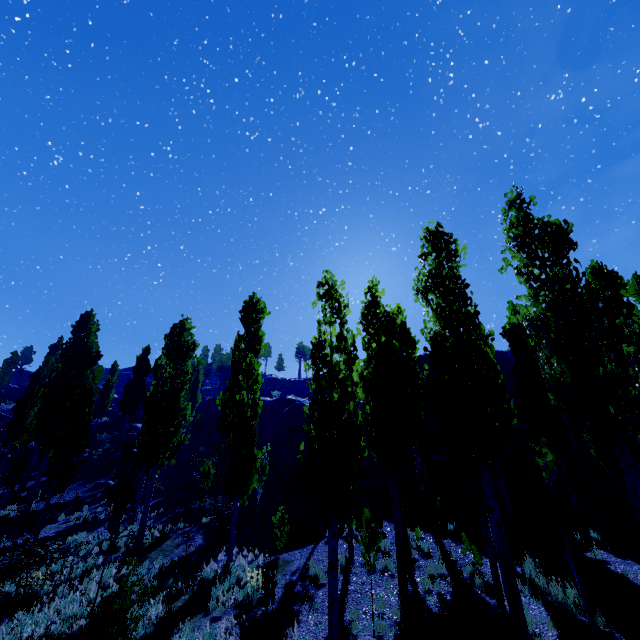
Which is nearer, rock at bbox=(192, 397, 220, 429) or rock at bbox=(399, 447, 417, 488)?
rock at bbox=(399, 447, 417, 488)

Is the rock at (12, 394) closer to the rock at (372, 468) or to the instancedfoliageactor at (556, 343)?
the instancedfoliageactor at (556, 343)

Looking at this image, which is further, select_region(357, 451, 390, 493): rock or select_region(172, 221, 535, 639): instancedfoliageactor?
select_region(357, 451, 390, 493): rock

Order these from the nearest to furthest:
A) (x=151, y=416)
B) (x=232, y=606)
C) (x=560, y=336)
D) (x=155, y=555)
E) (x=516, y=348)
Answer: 1. (x=560, y=336)
2. (x=232, y=606)
3. (x=155, y=555)
4. (x=151, y=416)
5. (x=516, y=348)

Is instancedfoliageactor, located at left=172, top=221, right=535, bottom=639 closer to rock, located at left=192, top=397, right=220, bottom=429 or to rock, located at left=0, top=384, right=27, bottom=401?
rock, located at left=0, top=384, right=27, bottom=401

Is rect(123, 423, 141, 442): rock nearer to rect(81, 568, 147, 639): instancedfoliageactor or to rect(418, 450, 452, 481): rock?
rect(418, 450, 452, 481): rock

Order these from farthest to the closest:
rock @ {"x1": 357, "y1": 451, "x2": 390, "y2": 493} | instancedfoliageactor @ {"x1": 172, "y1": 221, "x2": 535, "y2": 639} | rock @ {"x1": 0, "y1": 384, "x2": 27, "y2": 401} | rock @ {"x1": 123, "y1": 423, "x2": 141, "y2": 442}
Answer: rock @ {"x1": 0, "y1": 384, "x2": 27, "y2": 401} → rock @ {"x1": 123, "y1": 423, "x2": 141, "y2": 442} → rock @ {"x1": 357, "y1": 451, "x2": 390, "y2": 493} → instancedfoliageactor @ {"x1": 172, "y1": 221, "x2": 535, "y2": 639}

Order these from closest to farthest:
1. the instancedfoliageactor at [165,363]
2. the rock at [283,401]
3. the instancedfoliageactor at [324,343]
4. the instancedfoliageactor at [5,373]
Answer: the instancedfoliageactor at [324,343] → the instancedfoliageactor at [165,363] → the rock at [283,401] → the instancedfoliageactor at [5,373]
